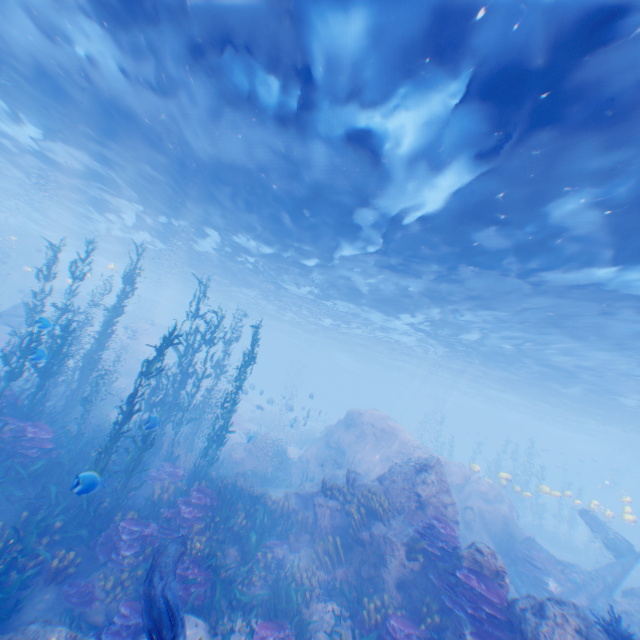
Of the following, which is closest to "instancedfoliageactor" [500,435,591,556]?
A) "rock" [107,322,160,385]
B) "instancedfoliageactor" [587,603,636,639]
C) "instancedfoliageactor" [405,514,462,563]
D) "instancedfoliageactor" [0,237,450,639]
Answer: "rock" [107,322,160,385]

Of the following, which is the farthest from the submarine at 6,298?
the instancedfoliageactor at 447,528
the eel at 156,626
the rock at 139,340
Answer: the instancedfoliageactor at 447,528

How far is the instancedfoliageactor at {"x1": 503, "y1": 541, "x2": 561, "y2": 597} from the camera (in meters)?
13.39

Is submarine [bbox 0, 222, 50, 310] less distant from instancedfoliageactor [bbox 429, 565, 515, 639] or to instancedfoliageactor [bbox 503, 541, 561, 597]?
instancedfoliageactor [bbox 503, 541, 561, 597]

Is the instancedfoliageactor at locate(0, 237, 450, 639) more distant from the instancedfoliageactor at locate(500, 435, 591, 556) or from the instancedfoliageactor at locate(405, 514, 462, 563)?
the instancedfoliageactor at locate(500, 435, 591, 556)

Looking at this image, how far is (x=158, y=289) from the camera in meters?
59.9

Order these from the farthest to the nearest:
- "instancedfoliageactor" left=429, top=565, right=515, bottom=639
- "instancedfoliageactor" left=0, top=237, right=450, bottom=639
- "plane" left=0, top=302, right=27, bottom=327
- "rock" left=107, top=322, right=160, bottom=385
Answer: "rock" left=107, top=322, right=160, bottom=385 < "plane" left=0, top=302, right=27, bottom=327 < "instancedfoliageactor" left=0, top=237, right=450, bottom=639 < "instancedfoliageactor" left=429, top=565, right=515, bottom=639

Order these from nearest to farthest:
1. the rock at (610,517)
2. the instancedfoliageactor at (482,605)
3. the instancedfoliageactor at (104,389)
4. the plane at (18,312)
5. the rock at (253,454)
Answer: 1. the instancedfoliageactor at (482,605)
2. the instancedfoliageactor at (104,389)
3. the rock at (253,454)
4. the rock at (610,517)
5. the plane at (18,312)
